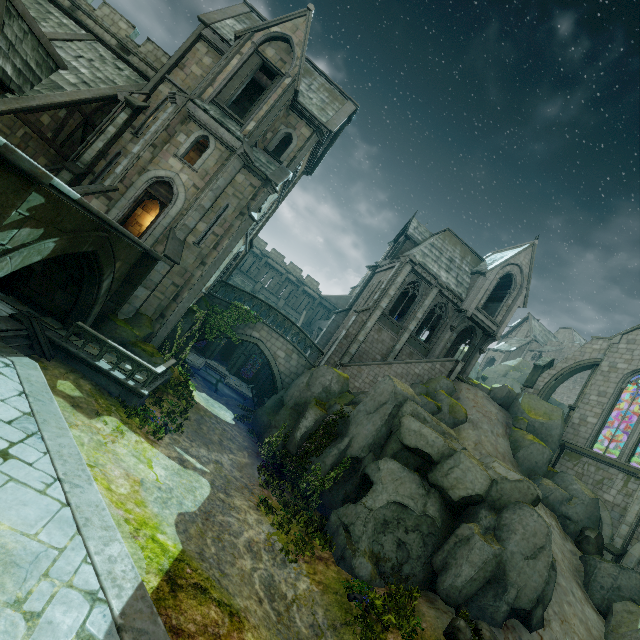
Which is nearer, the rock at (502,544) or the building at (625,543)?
the rock at (502,544)

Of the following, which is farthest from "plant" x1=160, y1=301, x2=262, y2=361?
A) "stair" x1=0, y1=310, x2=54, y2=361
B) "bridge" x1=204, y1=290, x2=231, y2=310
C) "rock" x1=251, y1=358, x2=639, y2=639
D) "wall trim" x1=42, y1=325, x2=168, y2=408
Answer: "stair" x1=0, y1=310, x2=54, y2=361

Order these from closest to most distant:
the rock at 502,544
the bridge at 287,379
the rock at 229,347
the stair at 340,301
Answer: the rock at 502,544 < the bridge at 287,379 < the rock at 229,347 < the stair at 340,301

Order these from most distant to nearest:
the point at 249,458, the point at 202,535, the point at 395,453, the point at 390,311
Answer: the point at 390,311 → the point at 249,458 → the point at 395,453 → the point at 202,535

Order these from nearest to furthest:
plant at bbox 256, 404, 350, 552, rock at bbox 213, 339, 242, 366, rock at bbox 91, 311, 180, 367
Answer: plant at bbox 256, 404, 350, 552, rock at bbox 91, 311, 180, 367, rock at bbox 213, 339, 242, 366

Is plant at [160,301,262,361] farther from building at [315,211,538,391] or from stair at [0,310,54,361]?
stair at [0,310,54,361]

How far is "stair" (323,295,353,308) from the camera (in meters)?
45.81

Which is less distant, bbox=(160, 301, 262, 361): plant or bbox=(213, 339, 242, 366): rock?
bbox=(160, 301, 262, 361): plant
